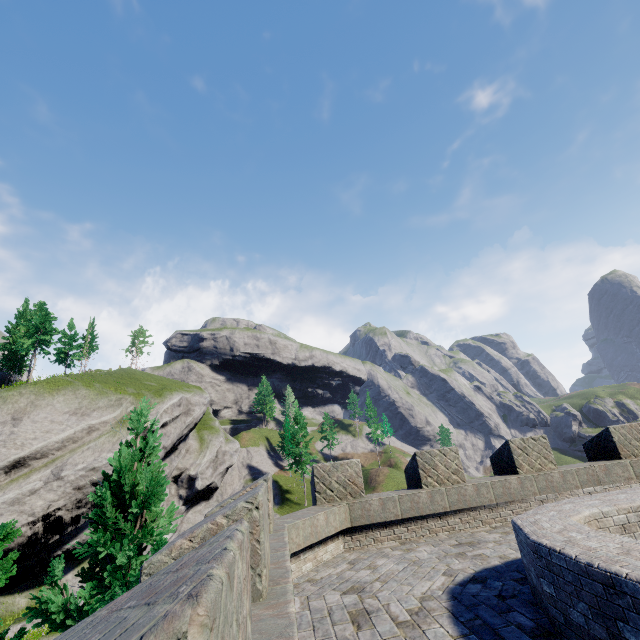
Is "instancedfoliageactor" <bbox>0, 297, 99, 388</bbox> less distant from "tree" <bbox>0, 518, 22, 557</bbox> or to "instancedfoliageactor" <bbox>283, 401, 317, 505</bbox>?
"tree" <bbox>0, 518, 22, 557</bbox>

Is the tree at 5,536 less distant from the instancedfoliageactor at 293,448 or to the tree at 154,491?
the tree at 154,491

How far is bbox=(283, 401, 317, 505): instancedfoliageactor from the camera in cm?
5256

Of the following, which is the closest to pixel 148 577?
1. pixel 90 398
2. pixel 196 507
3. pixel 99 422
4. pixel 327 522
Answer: pixel 327 522

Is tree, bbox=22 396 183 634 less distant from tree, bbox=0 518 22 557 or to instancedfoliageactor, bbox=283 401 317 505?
tree, bbox=0 518 22 557

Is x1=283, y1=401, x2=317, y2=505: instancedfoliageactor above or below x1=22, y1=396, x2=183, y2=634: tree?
above

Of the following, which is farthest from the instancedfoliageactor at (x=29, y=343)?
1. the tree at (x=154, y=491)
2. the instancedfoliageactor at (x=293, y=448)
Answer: the instancedfoliageactor at (x=293, y=448)

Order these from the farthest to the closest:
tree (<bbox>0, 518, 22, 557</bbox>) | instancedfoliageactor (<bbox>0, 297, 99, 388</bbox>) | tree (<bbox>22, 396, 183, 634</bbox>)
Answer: instancedfoliageactor (<bbox>0, 297, 99, 388</bbox>), tree (<bbox>0, 518, 22, 557</bbox>), tree (<bbox>22, 396, 183, 634</bbox>)
